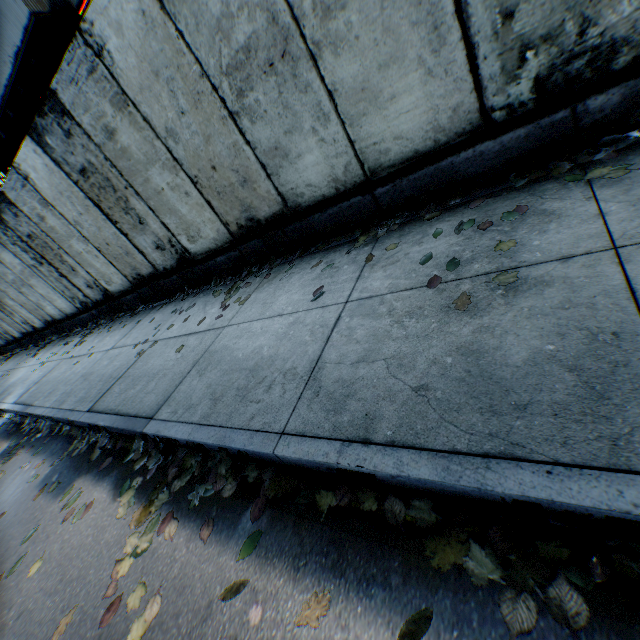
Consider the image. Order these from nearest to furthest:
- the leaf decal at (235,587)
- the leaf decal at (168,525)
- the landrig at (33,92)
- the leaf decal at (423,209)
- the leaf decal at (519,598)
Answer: the leaf decal at (519,598) < the leaf decal at (235,587) < the leaf decal at (168,525) < the leaf decal at (423,209) < the landrig at (33,92)

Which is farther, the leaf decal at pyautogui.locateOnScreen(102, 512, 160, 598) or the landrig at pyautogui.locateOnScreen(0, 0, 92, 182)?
the landrig at pyautogui.locateOnScreen(0, 0, 92, 182)

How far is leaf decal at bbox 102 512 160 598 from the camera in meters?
2.2 m

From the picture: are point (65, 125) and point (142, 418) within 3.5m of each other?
no

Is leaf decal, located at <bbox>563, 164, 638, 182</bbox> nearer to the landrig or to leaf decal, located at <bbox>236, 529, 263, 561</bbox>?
leaf decal, located at <bbox>236, 529, 263, 561</bbox>

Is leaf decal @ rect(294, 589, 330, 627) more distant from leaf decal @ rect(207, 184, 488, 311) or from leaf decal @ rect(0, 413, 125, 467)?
leaf decal @ rect(207, 184, 488, 311)

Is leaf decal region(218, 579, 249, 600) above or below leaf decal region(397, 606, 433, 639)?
above

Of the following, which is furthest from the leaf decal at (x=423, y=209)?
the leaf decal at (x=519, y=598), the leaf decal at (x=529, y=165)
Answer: the leaf decal at (x=519, y=598)
